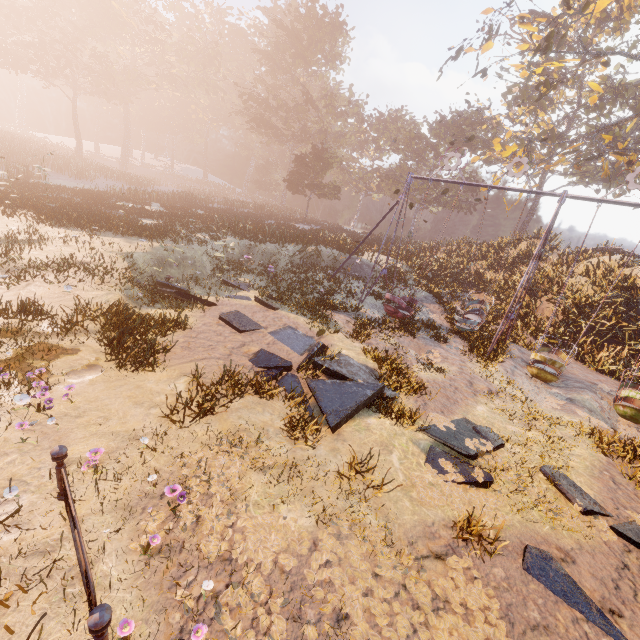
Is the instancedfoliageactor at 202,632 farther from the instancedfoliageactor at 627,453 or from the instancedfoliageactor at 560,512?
the instancedfoliageactor at 627,453

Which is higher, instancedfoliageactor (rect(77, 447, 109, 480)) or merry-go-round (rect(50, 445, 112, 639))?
merry-go-round (rect(50, 445, 112, 639))

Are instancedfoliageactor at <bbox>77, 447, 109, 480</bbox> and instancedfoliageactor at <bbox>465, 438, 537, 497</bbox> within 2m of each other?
no

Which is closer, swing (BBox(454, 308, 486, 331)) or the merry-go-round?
the merry-go-round

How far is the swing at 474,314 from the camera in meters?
14.0 m

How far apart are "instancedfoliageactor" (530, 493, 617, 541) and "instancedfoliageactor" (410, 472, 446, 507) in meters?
0.2

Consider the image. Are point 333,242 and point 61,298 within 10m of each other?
no

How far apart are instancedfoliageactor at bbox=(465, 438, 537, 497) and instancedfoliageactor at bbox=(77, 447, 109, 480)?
6.6 meters
